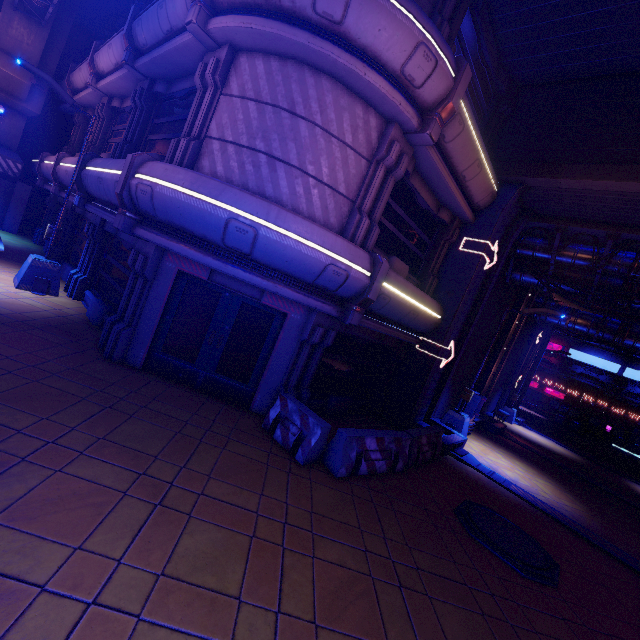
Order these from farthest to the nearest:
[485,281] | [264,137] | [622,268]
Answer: [485,281], [622,268], [264,137]

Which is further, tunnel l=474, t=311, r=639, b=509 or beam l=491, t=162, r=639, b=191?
tunnel l=474, t=311, r=639, b=509

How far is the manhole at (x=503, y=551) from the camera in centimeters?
605cm

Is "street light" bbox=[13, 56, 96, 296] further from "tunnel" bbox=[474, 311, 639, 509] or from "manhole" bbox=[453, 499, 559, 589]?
"tunnel" bbox=[474, 311, 639, 509]

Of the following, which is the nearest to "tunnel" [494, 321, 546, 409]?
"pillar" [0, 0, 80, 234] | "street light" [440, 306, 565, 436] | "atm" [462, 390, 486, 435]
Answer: "atm" [462, 390, 486, 435]

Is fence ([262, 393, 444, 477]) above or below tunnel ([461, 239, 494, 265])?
below

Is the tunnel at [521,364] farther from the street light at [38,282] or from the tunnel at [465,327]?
the street light at [38,282]

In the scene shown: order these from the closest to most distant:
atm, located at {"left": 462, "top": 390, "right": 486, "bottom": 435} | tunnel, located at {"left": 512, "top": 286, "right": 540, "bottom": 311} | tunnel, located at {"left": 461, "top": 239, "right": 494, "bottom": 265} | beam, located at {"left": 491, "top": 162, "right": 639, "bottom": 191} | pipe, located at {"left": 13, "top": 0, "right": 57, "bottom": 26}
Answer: beam, located at {"left": 491, "top": 162, "right": 639, "bottom": 191} < tunnel, located at {"left": 461, "top": 239, "right": 494, "bottom": 265} < pipe, located at {"left": 13, "top": 0, "right": 57, "bottom": 26} < atm, located at {"left": 462, "top": 390, "right": 486, "bottom": 435} < tunnel, located at {"left": 512, "top": 286, "right": 540, "bottom": 311}
